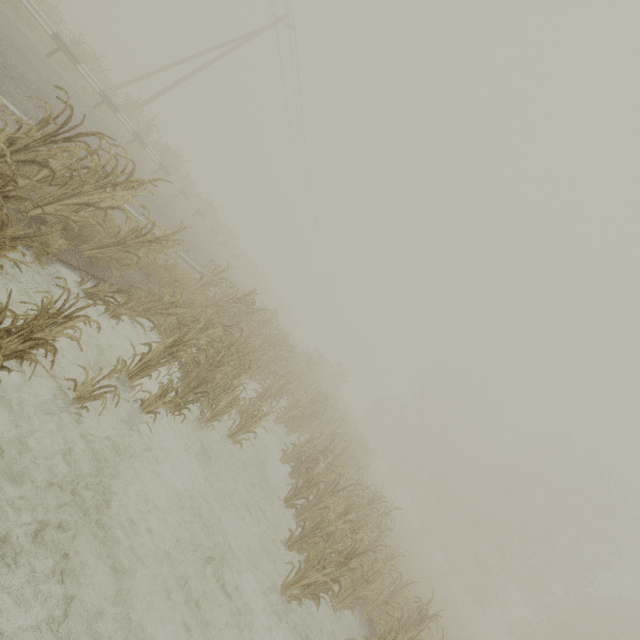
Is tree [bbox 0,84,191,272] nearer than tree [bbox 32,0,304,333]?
Yes

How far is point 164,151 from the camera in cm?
1819

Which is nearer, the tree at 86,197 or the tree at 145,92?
the tree at 86,197
